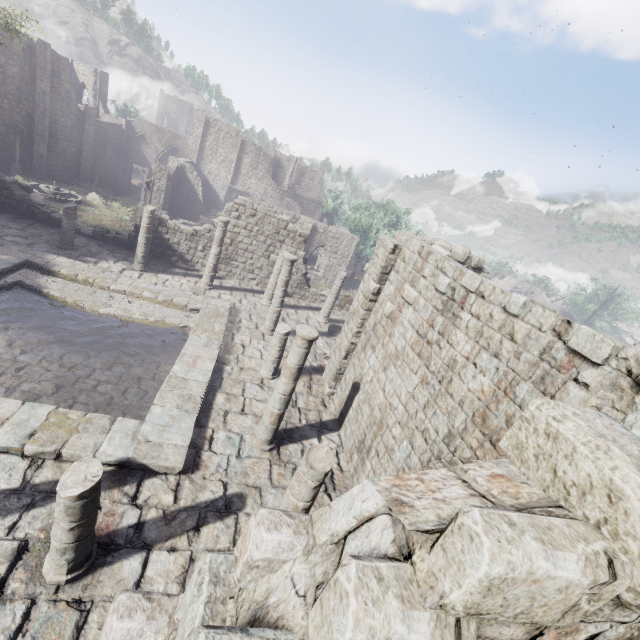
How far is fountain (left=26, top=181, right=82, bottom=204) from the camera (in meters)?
27.16

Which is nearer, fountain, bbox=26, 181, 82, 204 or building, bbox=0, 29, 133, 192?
fountain, bbox=26, 181, 82, 204

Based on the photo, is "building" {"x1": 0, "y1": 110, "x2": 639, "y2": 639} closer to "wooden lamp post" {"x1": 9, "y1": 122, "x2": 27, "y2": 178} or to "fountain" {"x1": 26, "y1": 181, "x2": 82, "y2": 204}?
"wooden lamp post" {"x1": 9, "y1": 122, "x2": 27, "y2": 178}

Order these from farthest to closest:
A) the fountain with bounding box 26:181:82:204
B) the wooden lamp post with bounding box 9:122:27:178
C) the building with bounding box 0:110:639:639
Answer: the wooden lamp post with bounding box 9:122:27:178, the fountain with bounding box 26:181:82:204, the building with bounding box 0:110:639:639

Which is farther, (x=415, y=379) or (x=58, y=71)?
(x=58, y=71)

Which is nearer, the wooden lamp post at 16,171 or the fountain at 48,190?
the fountain at 48,190

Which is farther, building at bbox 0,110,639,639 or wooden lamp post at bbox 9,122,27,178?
wooden lamp post at bbox 9,122,27,178

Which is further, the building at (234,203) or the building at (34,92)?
the building at (34,92)
